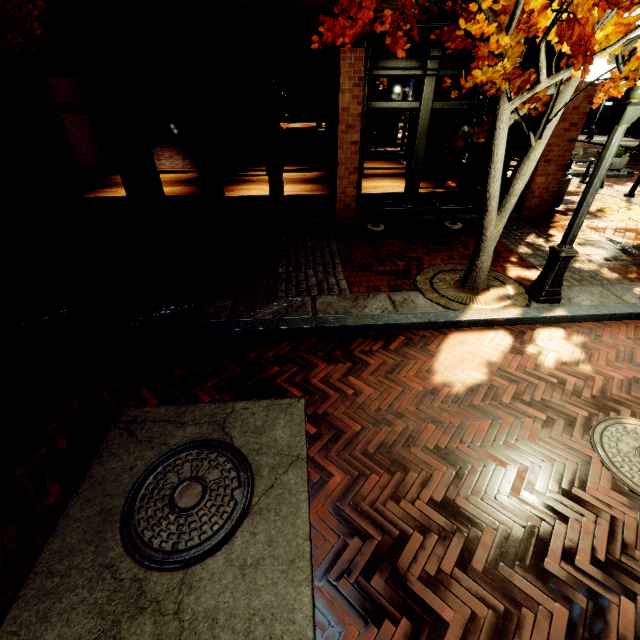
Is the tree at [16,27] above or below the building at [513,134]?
above

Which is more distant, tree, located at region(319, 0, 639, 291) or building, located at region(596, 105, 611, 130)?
building, located at region(596, 105, 611, 130)

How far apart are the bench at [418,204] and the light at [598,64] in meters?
4.2

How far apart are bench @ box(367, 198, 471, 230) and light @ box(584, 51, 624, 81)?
4.21m

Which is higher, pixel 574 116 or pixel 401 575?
pixel 574 116

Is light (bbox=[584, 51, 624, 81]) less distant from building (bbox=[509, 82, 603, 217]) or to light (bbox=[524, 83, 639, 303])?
light (bbox=[524, 83, 639, 303])
